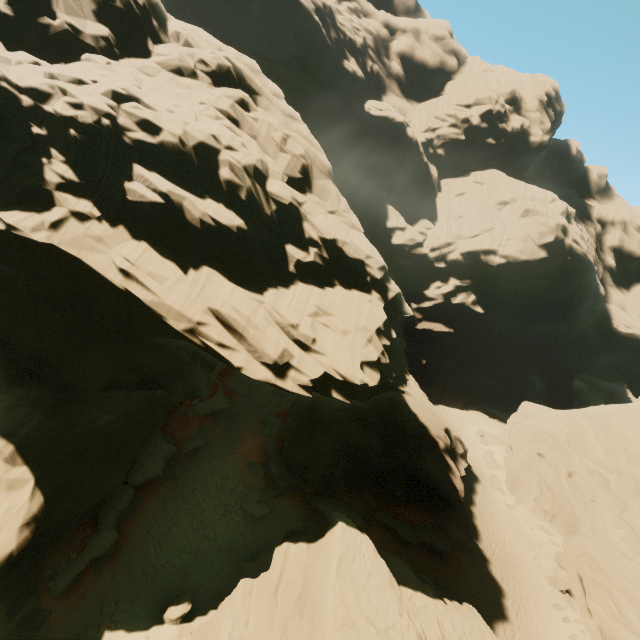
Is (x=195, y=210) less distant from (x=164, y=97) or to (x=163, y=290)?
(x=163, y=290)

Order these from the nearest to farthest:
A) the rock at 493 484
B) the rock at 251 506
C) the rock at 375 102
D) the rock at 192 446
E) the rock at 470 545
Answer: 1. the rock at 251 506
2. the rock at 192 446
3. the rock at 470 545
4. the rock at 493 484
5. the rock at 375 102

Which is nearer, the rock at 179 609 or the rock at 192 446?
the rock at 179 609

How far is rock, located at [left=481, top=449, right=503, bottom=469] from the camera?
39.06m

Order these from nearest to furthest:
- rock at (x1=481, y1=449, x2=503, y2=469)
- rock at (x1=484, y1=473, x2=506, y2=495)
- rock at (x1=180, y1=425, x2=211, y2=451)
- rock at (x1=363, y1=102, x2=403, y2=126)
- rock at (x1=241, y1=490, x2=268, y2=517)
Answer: rock at (x1=241, y1=490, x2=268, y2=517)
rock at (x1=180, y1=425, x2=211, y2=451)
rock at (x1=484, y1=473, x2=506, y2=495)
rock at (x1=481, y1=449, x2=503, y2=469)
rock at (x1=363, y1=102, x2=403, y2=126)

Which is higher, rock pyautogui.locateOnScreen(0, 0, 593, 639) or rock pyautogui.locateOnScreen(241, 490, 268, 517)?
rock pyautogui.locateOnScreen(0, 0, 593, 639)

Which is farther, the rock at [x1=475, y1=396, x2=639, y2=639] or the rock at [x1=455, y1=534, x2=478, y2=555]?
the rock at [x1=455, y1=534, x2=478, y2=555]
